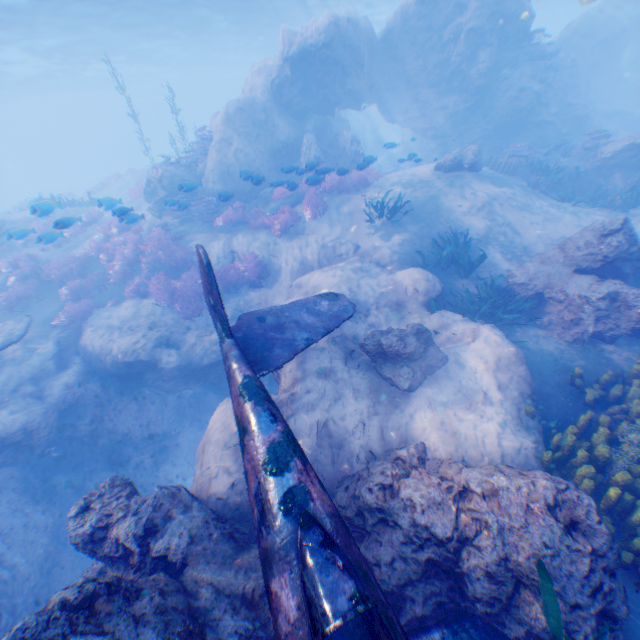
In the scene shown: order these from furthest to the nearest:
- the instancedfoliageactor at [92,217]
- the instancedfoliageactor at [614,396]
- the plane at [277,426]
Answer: the instancedfoliageactor at [92,217] < the instancedfoliageactor at [614,396] < the plane at [277,426]

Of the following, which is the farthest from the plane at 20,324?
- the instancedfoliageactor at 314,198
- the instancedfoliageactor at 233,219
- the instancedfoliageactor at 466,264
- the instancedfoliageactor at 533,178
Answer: the instancedfoliageactor at 314,198

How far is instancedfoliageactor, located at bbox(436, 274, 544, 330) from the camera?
8.1m

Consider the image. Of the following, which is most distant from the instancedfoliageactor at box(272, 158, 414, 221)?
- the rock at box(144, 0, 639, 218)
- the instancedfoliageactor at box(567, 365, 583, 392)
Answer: the instancedfoliageactor at box(567, 365, 583, 392)

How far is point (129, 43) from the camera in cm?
3034

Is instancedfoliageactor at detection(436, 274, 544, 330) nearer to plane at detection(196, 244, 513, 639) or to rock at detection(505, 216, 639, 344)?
rock at detection(505, 216, 639, 344)

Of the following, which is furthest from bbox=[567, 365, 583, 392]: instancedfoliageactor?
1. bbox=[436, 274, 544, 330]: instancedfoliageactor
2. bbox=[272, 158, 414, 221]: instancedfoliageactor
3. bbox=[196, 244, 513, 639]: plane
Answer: bbox=[272, 158, 414, 221]: instancedfoliageactor

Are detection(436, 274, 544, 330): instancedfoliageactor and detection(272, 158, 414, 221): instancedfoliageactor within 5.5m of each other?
no
